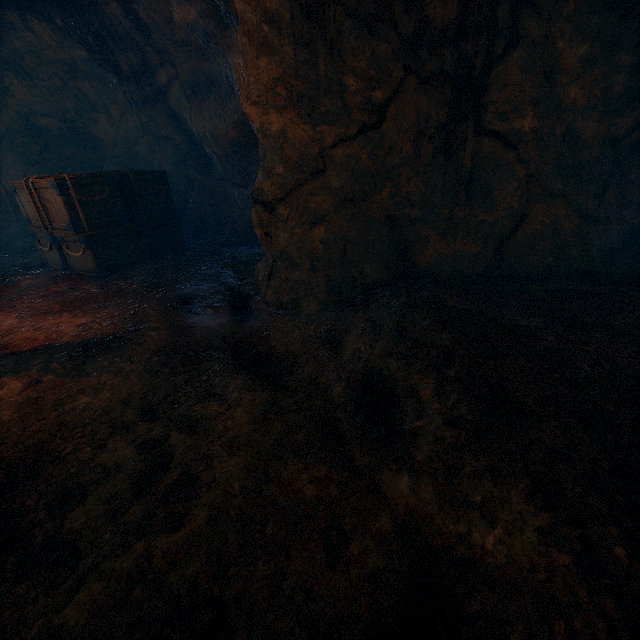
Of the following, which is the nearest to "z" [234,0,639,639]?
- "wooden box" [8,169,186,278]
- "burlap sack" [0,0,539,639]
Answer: "burlap sack" [0,0,539,639]

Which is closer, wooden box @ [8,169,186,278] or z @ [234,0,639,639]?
z @ [234,0,639,639]

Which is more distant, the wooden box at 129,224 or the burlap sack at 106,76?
the wooden box at 129,224

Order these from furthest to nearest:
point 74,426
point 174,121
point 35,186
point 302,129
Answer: point 174,121
point 35,186
point 302,129
point 74,426

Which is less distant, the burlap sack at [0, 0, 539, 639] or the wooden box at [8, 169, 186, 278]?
the burlap sack at [0, 0, 539, 639]

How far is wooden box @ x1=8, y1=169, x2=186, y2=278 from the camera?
5.5m

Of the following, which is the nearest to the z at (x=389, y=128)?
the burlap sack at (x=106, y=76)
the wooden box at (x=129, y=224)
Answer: the burlap sack at (x=106, y=76)
